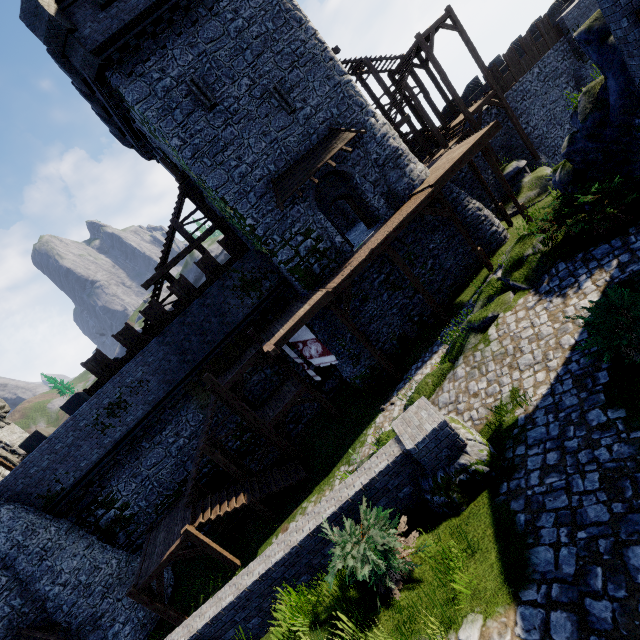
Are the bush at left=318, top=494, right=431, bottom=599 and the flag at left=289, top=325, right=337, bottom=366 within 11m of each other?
yes

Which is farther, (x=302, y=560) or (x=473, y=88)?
(x=473, y=88)

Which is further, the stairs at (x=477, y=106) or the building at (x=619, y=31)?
the stairs at (x=477, y=106)

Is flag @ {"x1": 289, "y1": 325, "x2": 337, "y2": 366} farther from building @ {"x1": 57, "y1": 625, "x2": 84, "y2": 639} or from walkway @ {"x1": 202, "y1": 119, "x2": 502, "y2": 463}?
building @ {"x1": 57, "y1": 625, "x2": 84, "y2": 639}

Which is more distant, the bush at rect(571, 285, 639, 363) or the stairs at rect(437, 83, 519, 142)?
the stairs at rect(437, 83, 519, 142)

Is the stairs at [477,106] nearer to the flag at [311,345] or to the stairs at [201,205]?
the stairs at [201,205]

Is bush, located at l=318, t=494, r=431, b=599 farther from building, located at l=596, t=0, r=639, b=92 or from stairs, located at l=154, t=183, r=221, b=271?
stairs, located at l=154, t=183, r=221, b=271

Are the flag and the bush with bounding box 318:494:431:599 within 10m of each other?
yes
